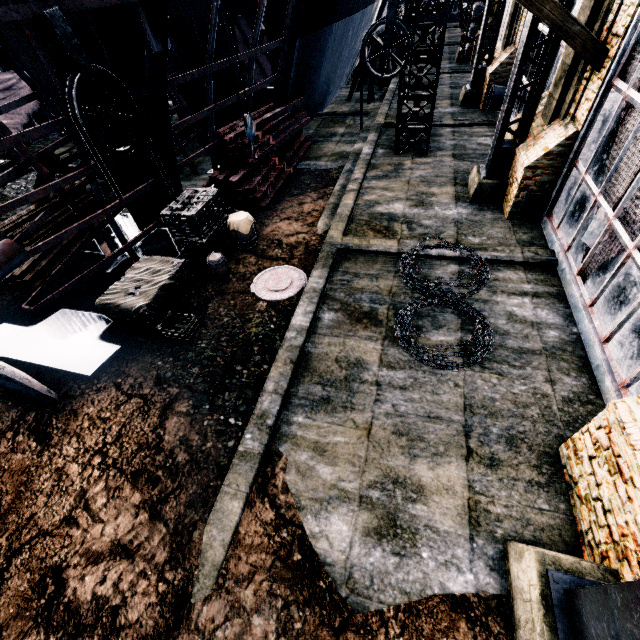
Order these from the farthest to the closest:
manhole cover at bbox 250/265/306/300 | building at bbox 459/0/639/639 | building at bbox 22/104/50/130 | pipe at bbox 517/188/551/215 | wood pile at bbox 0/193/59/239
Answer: building at bbox 22/104/50/130, wood pile at bbox 0/193/59/239, pipe at bbox 517/188/551/215, manhole cover at bbox 250/265/306/300, building at bbox 459/0/639/639

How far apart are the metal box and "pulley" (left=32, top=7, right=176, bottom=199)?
11.4m

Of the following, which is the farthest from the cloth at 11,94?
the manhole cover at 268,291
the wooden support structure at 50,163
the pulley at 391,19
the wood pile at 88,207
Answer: the pulley at 391,19

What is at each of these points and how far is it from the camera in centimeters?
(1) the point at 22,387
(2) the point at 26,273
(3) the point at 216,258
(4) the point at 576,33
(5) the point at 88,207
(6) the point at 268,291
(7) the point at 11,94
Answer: (1) propeller, 728cm
(2) wood pile, 1066cm
(3) wooden barrel, 988cm
(4) pulley, 770cm
(5) wood pile, 1300cm
(6) manhole cover, 977cm
(7) cloth, 1819cm

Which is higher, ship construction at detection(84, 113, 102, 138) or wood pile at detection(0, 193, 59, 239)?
ship construction at detection(84, 113, 102, 138)

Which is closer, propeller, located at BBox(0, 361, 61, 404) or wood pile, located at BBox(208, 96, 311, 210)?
propeller, located at BBox(0, 361, 61, 404)

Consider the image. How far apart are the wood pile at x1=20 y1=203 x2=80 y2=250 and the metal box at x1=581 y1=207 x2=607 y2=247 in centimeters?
1628cm

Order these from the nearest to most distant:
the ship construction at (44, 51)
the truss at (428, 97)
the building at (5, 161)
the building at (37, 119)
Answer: the ship construction at (44, 51), the truss at (428, 97), the building at (5, 161), the building at (37, 119)
